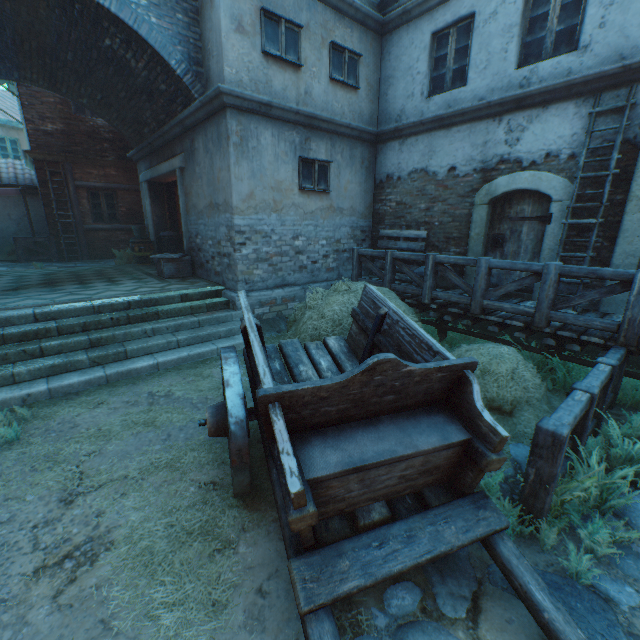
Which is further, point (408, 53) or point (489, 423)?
point (408, 53)

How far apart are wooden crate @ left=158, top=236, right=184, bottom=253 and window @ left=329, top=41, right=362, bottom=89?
6.7 meters

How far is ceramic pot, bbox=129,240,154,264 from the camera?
11.4m

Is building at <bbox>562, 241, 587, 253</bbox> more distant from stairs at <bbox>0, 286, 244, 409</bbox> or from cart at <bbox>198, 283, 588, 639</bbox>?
cart at <bbox>198, 283, 588, 639</bbox>

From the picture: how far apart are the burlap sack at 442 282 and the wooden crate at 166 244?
7.83m

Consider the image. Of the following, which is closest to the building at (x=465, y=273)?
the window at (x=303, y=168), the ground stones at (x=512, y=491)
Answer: the window at (x=303, y=168)

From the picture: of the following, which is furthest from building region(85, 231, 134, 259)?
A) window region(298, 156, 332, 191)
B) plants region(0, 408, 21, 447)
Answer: plants region(0, 408, 21, 447)

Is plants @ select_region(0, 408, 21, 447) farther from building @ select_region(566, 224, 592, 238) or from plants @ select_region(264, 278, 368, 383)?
plants @ select_region(264, 278, 368, 383)
